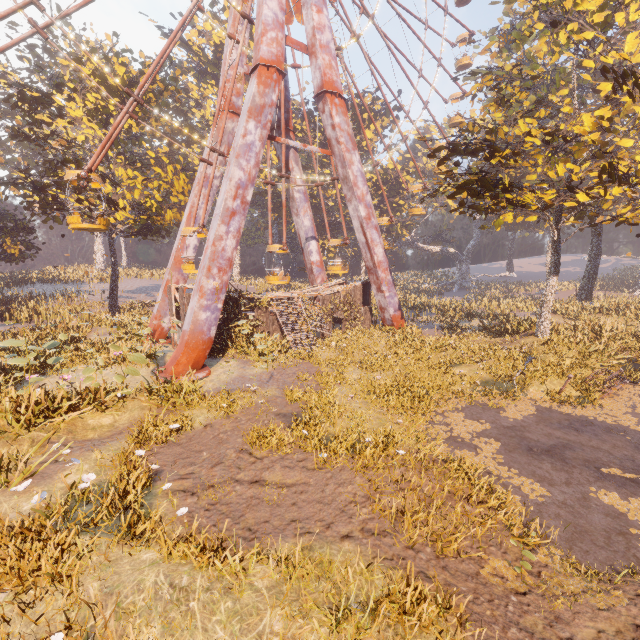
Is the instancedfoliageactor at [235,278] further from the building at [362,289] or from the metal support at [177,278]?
the metal support at [177,278]

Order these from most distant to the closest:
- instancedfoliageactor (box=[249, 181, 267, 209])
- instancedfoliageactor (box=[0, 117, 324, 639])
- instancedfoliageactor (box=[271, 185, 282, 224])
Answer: instancedfoliageactor (box=[249, 181, 267, 209])
instancedfoliageactor (box=[271, 185, 282, 224])
instancedfoliageactor (box=[0, 117, 324, 639])

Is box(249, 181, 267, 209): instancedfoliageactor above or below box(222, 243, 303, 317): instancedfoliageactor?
above

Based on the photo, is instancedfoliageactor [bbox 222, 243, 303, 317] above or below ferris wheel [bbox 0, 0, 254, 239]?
below

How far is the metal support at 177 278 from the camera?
21.33m

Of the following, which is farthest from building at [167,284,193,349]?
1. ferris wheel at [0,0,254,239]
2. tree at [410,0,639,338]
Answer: tree at [410,0,639,338]

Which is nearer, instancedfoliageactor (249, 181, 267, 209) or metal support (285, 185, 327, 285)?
metal support (285, 185, 327, 285)

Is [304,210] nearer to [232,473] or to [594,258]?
[232,473]
